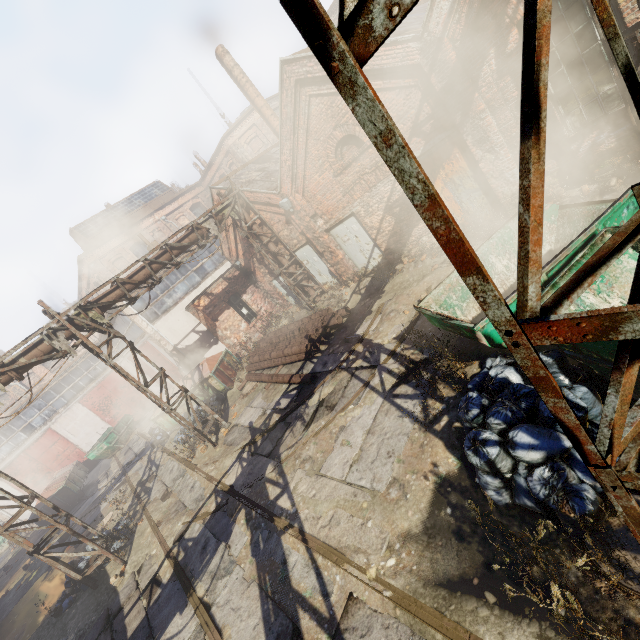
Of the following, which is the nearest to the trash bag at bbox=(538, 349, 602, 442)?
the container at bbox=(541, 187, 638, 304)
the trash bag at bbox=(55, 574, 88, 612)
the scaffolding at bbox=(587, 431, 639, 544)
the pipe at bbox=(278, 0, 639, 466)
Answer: the container at bbox=(541, 187, 638, 304)

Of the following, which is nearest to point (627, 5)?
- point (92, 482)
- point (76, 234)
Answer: point (92, 482)

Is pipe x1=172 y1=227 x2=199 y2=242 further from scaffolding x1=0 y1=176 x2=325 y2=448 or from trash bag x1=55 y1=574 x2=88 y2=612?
trash bag x1=55 y1=574 x2=88 y2=612

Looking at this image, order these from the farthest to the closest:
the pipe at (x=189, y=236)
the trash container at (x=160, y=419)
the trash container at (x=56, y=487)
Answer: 1. the trash container at (x=56, y=487)
2. the trash container at (x=160, y=419)
3. the pipe at (x=189, y=236)

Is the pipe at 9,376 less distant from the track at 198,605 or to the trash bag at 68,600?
the track at 198,605

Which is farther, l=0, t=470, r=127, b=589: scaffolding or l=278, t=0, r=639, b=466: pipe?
l=0, t=470, r=127, b=589: scaffolding

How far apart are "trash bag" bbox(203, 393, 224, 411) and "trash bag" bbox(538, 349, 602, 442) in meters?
11.5
